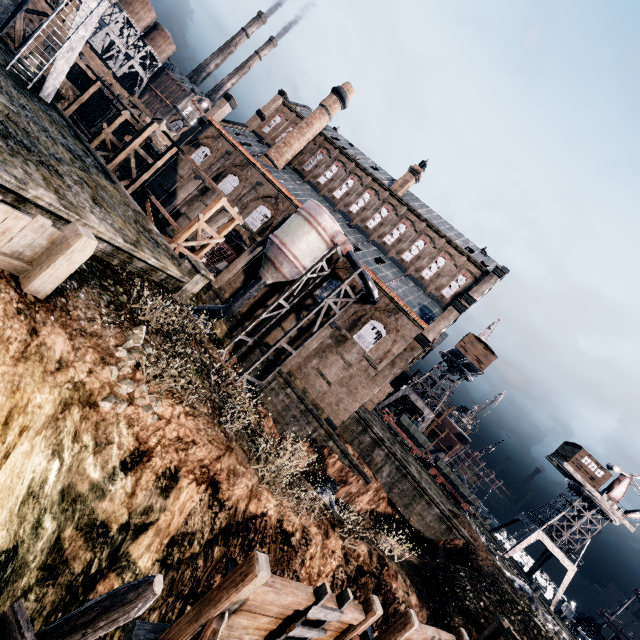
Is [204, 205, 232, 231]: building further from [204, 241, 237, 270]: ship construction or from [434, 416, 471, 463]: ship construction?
[434, 416, 471, 463]: ship construction

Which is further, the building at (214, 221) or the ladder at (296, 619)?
the building at (214, 221)

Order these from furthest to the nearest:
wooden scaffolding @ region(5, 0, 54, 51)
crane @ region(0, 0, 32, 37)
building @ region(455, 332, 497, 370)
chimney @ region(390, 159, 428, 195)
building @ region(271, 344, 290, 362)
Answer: building @ region(455, 332, 497, 370) → chimney @ region(390, 159, 428, 195) → building @ region(271, 344, 290, 362) → wooden scaffolding @ region(5, 0, 54, 51) → crane @ region(0, 0, 32, 37)

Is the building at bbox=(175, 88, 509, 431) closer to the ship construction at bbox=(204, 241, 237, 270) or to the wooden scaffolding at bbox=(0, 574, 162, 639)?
the ship construction at bbox=(204, 241, 237, 270)

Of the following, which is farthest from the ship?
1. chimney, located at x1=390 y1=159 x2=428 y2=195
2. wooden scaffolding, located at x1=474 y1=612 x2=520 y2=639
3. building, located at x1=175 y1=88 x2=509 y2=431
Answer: chimney, located at x1=390 y1=159 x2=428 y2=195

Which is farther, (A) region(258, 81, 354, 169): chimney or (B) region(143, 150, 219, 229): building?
(A) region(258, 81, 354, 169): chimney

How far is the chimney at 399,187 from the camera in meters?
38.6 m

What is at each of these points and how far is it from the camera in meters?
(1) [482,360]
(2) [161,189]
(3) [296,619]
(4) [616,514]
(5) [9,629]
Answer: (1) building, 46.1 m
(2) building, 38.7 m
(3) ladder, 7.3 m
(4) crane, 40.3 m
(5) wooden scaffolding, 4.0 m
